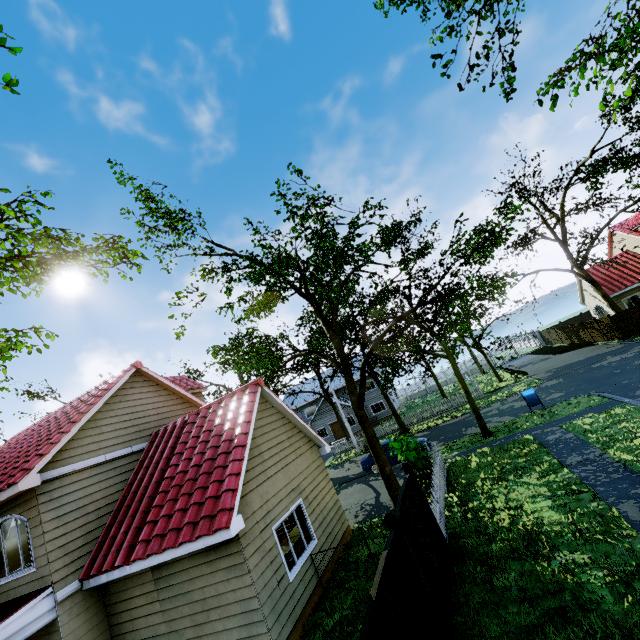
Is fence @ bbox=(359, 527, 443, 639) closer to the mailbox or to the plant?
the plant

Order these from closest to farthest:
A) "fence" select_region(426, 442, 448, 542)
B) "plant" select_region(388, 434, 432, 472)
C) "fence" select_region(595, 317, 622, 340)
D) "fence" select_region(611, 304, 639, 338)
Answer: "fence" select_region(426, 442, 448, 542) < "plant" select_region(388, 434, 432, 472) < "fence" select_region(611, 304, 639, 338) < "fence" select_region(595, 317, 622, 340)

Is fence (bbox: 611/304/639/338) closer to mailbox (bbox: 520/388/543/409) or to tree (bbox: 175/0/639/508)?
tree (bbox: 175/0/639/508)

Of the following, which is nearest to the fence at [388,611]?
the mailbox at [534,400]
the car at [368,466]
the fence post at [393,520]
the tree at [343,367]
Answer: the fence post at [393,520]

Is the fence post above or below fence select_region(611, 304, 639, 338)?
above

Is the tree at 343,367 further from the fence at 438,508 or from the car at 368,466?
the car at 368,466

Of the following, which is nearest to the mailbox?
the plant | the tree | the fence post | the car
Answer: the tree

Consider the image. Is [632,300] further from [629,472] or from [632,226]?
[629,472]
